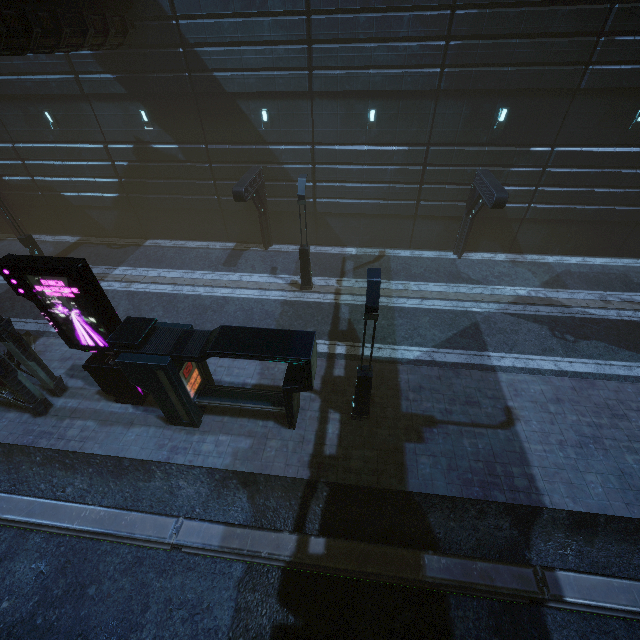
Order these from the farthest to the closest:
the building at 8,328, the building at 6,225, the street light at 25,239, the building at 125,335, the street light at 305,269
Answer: the building at 6,225
the street light at 25,239
the street light at 305,269
the building at 8,328
the building at 125,335

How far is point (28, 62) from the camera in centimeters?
1608cm

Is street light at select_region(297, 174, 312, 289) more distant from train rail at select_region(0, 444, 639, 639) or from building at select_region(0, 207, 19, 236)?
train rail at select_region(0, 444, 639, 639)

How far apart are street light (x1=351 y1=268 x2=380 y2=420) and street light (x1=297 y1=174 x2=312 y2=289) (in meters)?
7.25

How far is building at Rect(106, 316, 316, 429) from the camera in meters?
9.0

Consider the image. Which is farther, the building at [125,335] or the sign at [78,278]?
the building at [125,335]

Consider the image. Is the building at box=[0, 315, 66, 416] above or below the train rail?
above

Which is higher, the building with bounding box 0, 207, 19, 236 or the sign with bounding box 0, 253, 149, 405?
the sign with bounding box 0, 253, 149, 405
